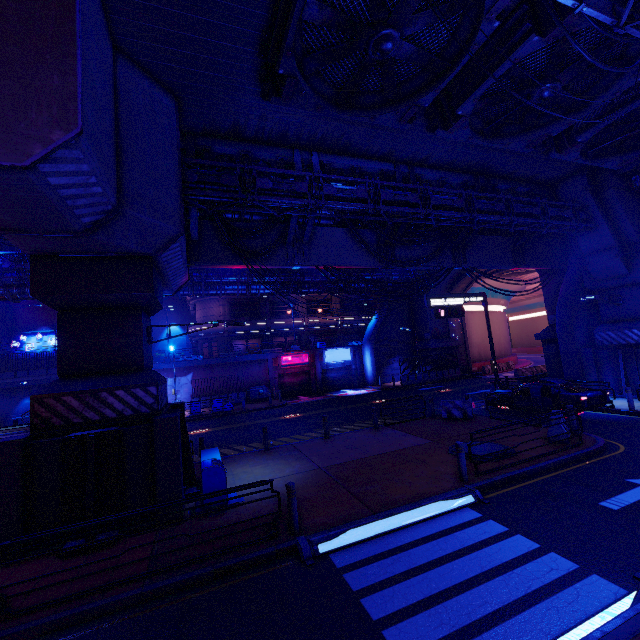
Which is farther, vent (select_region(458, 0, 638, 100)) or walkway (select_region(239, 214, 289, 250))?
walkway (select_region(239, 214, 289, 250))

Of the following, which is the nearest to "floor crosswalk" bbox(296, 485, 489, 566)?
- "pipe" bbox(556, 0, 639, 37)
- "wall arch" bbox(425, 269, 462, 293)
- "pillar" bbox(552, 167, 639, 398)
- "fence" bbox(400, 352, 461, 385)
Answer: "pipe" bbox(556, 0, 639, 37)

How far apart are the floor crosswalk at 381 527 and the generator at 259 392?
25.3 meters

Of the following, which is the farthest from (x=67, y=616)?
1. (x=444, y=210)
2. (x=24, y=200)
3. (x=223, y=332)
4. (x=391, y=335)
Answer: (x=391, y=335)

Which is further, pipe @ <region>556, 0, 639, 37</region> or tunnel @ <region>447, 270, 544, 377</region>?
tunnel @ <region>447, 270, 544, 377</region>

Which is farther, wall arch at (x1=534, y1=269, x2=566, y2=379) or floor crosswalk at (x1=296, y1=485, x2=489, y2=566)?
wall arch at (x1=534, y1=269, x2=566, y2=379)

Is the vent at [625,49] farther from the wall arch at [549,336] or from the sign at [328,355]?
the sign at [328,355]

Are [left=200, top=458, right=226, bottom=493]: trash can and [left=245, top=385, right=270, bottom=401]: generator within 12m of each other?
no
